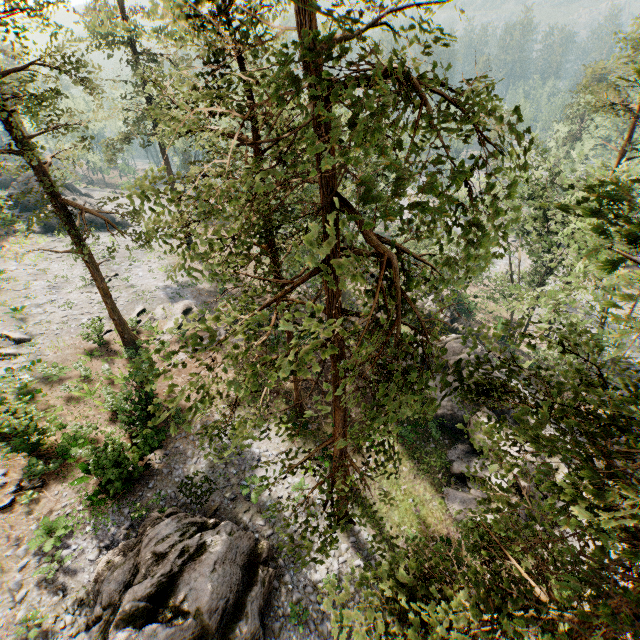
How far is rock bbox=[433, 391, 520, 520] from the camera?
19.1m

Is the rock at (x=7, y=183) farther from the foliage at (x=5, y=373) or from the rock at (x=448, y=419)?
the rock at (x=448, y=419)

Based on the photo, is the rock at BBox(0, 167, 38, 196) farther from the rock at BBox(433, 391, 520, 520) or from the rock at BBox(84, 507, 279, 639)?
the rock at BBox(433, 391, 520, 520)

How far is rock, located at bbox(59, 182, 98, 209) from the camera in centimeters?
4131cm

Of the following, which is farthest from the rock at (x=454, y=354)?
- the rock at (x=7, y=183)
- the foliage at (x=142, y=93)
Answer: the rock at (x=7, y=183)

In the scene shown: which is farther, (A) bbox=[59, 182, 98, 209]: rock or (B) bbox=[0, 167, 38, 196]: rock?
(B) bbox=[0, 167, 38, 196]: rock

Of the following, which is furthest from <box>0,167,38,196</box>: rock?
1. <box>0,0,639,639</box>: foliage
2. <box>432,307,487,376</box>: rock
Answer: → <box>432,307,487,376</box>: rock

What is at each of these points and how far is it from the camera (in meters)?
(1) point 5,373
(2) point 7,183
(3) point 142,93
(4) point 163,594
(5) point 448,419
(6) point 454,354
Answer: (1) foliage, 20.55
(2) rock, 50.31
(3) foliage, 28.14
(4) rock, 12.04
(5) rock, 23.52
(6) rock, 26.09
